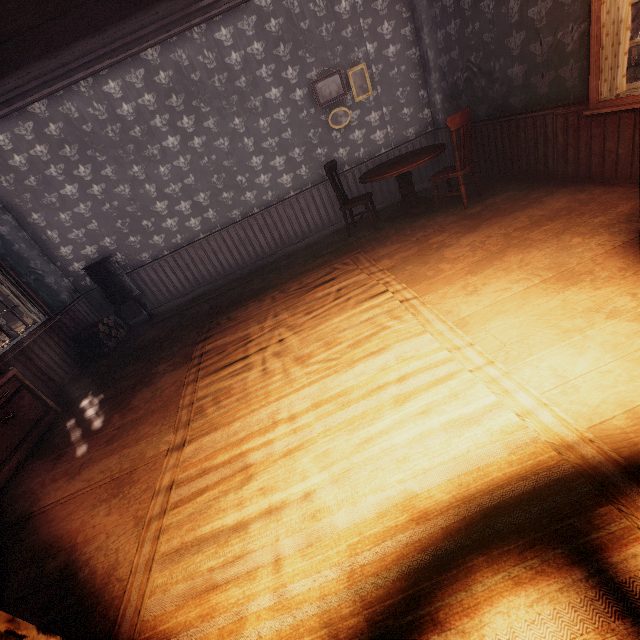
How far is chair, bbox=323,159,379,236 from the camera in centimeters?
522cm

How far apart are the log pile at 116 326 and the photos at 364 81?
6.0m

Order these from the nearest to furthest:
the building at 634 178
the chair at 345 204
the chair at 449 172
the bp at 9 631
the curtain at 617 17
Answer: the bp at 9 631 < the building at 634 178 < the curtain at 617 17 < the chair at 449 172 < the chair at 345 204

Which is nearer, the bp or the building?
the bp

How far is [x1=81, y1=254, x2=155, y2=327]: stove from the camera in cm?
569

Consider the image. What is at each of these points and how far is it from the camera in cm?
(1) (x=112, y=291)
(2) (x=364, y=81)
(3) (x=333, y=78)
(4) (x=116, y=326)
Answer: (1) stove, 588
(2) photos, 580
(3) photos, 569
(4) log pile, 598

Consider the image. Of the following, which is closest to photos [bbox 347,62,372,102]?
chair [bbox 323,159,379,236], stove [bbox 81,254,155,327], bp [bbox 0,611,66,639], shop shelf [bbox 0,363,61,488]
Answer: chair [bbox 323,159,379,236]

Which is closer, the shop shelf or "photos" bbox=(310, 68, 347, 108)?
the shop shelf
